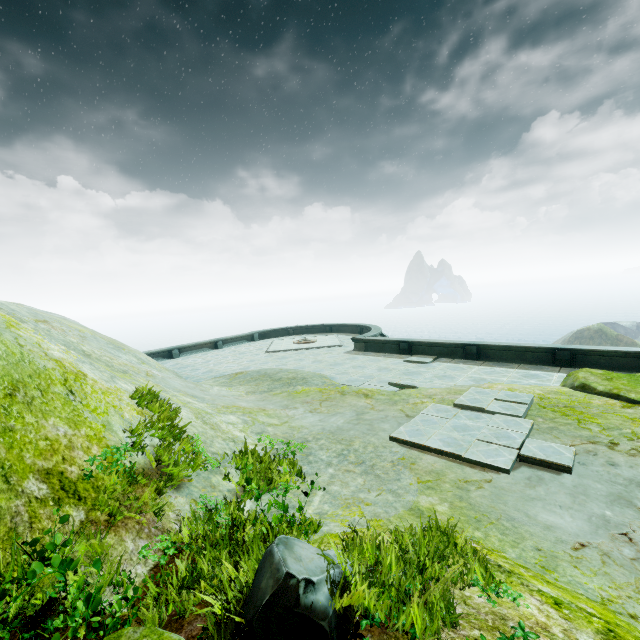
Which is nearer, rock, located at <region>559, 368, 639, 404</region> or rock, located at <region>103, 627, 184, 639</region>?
rock, located at <region>103, 627, 184, 639</region>

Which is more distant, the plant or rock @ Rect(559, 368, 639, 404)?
rock @ Rect(559, 368, 639, 404)

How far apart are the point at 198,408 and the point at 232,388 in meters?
4.7 m

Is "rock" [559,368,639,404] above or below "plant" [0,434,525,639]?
below

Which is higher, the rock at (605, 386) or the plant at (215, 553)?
the plant at (215, 553)

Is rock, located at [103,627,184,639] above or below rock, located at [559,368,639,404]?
above

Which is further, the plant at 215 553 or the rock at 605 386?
the rock at 605 386
